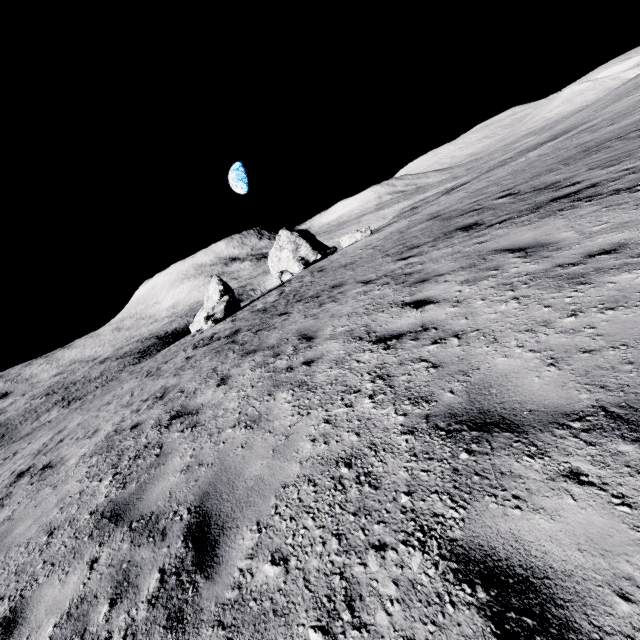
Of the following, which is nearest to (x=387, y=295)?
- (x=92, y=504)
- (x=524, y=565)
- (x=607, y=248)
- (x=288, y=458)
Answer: (x=607, y=248)

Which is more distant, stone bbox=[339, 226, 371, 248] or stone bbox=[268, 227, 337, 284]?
stone bbox=[268, 227, 337, 284]

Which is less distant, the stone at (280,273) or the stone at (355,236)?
the stone at (355,236)

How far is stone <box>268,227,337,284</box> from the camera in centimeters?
3688cm

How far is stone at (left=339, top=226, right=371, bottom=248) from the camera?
29.7m

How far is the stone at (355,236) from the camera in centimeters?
2970cm
